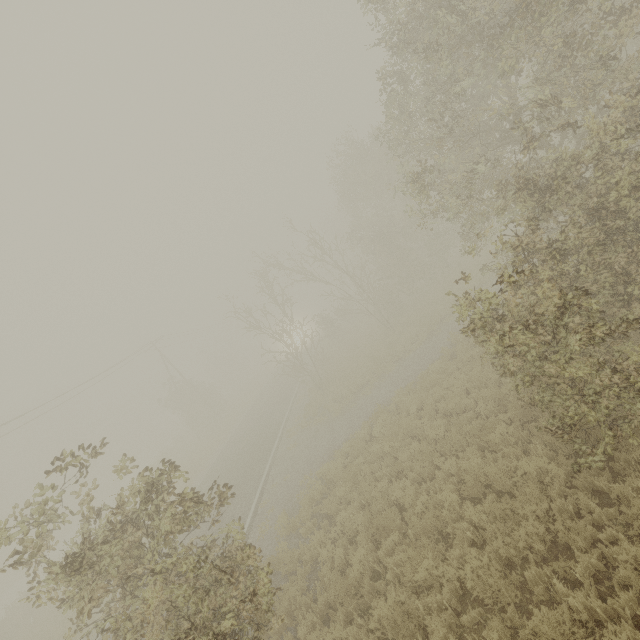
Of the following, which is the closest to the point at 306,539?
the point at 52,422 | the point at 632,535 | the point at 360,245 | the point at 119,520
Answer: the point at 119,520
